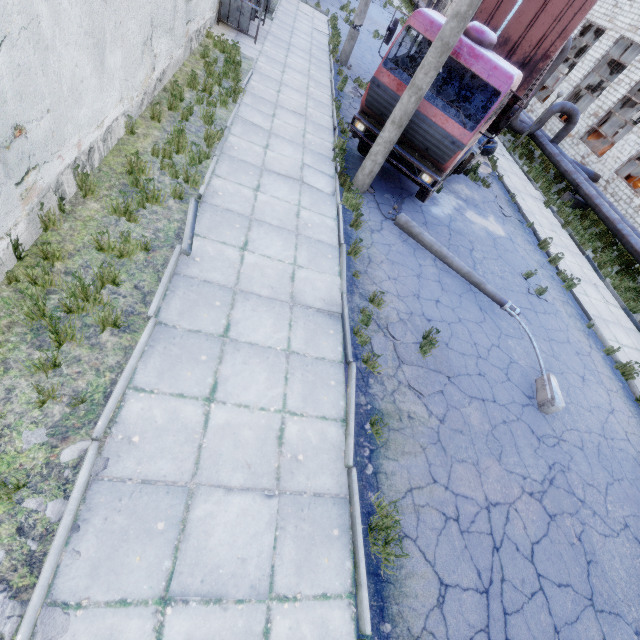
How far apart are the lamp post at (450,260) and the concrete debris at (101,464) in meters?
7.7 m

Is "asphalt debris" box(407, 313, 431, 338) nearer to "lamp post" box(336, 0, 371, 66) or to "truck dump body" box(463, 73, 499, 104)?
"truck dump body" box(463, 73, 499, 104)

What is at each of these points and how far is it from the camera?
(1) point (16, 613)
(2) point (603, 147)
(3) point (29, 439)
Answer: (1) concrete debris, 2.63m
(2) cable machine, 23.92m
(3) concrete debris, 3.29m

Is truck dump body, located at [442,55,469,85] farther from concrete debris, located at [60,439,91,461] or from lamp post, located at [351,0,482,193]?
concrete debris, located at [60,439,91,461]

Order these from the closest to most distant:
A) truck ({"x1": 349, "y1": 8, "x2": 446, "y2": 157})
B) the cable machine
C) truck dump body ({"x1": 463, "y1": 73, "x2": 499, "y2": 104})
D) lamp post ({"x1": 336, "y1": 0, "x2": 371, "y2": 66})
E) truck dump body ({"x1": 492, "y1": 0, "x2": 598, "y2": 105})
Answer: truck ({"x1": 349, "y1": 8, "x2": 446, "y2": 157}) < truck dump body ({"x1": 492, "y1": 0, "x2": 598, "y2": 105}) < truck dump body ({"x1": 463, "y1": 73, "x2": 499, "y2": 104}) < lamp post ({"x1": 336, "y1": 0, "x2": 371, "y2": 66}) < the cable machine

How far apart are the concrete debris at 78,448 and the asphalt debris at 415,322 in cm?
407

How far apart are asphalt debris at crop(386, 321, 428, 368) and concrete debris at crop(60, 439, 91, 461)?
4.1m

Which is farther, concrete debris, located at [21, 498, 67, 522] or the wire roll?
the wire roll
